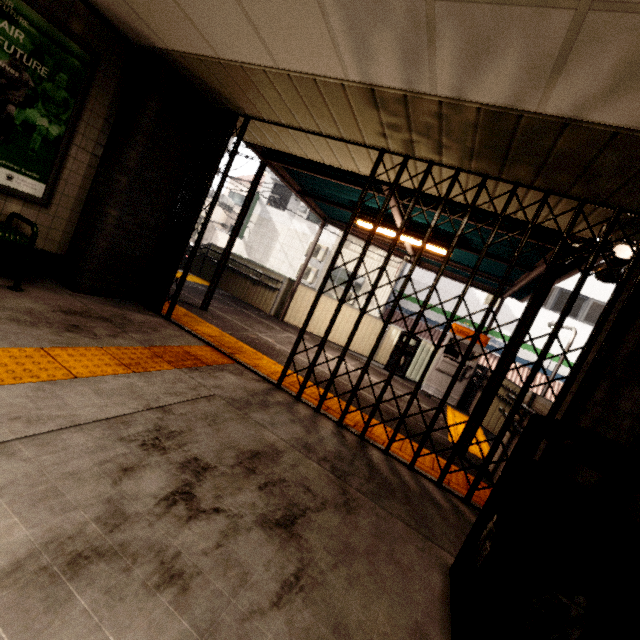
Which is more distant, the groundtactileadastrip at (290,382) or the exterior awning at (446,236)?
the exterior awning at (446,236)

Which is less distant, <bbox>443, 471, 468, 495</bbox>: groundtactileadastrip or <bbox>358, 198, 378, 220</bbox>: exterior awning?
<bbox>443, 471, 468, 495</bbox>: groundtactileadastrip

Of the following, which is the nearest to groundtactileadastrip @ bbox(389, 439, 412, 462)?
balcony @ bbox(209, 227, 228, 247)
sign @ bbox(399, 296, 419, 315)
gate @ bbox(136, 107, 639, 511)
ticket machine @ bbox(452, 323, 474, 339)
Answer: gate @ bbox(136, 107, 639, 511)

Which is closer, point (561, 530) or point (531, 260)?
point (561, 530)

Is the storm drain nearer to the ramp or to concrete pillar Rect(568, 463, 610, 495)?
concrete pillar Rect(568, 463, 610, 495)

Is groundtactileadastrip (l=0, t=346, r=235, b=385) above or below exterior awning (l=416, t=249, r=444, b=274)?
below

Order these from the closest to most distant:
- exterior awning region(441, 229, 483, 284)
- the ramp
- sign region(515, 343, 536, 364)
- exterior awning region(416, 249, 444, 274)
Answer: exterior awning region(441, 229, 483, 284)
the ramp
exterior awning region(416, 249, 444, 274)
sign region(515, 343, 536, 364)

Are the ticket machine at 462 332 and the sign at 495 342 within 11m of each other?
yes
